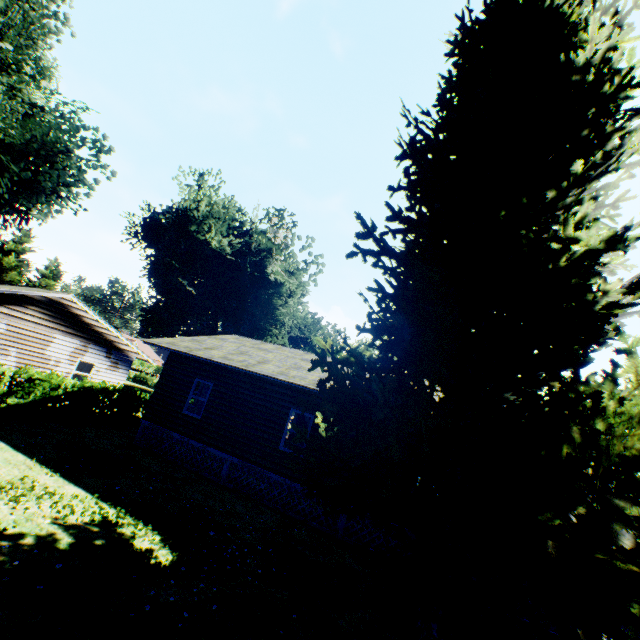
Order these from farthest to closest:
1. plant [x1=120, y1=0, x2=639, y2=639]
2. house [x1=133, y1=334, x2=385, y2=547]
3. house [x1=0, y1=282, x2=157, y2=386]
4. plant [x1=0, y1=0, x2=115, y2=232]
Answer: house [x1=0, y1=282, x2=157, y2=386], plant [x1=0, y1=0, x2=115, y2=232], house [x1=133, y1=334, x2=385, y2=547], plant [x1=120, y1=0, x2=639, y2=639]

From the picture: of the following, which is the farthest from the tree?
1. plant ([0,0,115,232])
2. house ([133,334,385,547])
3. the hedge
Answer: house ([133,334,385,547])

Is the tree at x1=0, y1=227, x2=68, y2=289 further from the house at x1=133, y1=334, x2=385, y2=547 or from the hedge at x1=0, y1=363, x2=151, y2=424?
the house at x1=133, y1=334, x2=385, y2=547

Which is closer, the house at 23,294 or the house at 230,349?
the house at 230,349

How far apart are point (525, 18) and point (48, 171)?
24.76m

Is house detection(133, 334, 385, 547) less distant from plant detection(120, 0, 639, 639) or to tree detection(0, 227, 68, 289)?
plant detection(120, 0, 639, 639)

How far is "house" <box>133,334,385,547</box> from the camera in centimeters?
1197cm

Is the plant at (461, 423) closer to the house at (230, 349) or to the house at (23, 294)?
the house at (230, 349)
